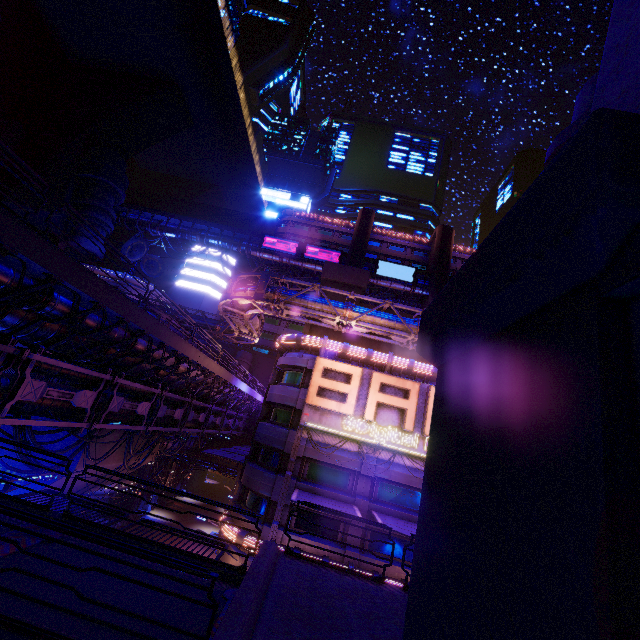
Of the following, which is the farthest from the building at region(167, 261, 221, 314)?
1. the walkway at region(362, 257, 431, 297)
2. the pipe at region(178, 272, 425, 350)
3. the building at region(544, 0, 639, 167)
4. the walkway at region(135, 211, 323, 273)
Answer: the building at region(544, 0, 639, 167)

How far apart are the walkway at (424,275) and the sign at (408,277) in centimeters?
9cm

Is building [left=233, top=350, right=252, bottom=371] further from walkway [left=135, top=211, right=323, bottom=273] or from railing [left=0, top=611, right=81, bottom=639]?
railing [left=0, top=611, right=81, bottom=639]

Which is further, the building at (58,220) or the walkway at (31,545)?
the building at (58,220)

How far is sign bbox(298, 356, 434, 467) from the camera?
21.48m

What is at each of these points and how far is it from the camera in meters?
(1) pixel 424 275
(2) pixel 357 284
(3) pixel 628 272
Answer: (1) walkway, 55.8
(2) pillar, 28.3
(3) beam, 1.9

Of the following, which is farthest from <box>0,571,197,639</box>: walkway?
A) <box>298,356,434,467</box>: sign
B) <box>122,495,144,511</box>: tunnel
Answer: <box>122,495,144,511</box>: tunnel

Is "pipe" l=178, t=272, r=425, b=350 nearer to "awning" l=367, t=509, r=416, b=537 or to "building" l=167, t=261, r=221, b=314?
"building" l=167, t=261, r=221, b=314
